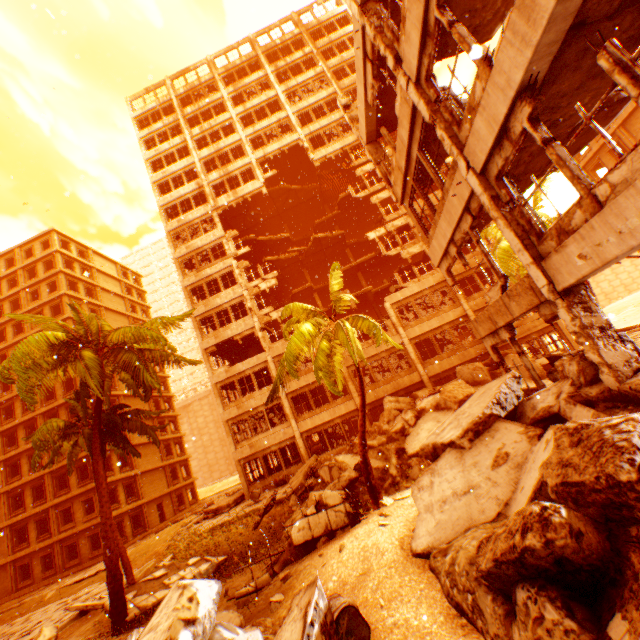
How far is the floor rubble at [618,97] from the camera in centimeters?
708cm

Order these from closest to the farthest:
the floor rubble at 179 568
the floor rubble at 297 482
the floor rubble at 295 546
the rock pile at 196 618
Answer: the rock pile at 196 618 → the floor rubble at 295 546 → the floor rubble at 179 568 → the floor rubble at 297 482

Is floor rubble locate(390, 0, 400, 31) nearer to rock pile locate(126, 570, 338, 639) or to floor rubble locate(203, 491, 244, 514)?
rock pile locate(126, 570, 338, 639)

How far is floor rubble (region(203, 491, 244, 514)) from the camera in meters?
21.4 m

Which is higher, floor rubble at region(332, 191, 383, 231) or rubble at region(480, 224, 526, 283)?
floor rubble at region(332, 191, 383, 231)

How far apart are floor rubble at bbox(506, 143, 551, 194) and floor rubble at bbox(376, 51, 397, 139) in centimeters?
556cm

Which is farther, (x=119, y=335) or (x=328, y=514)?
(x=119, y=335)
